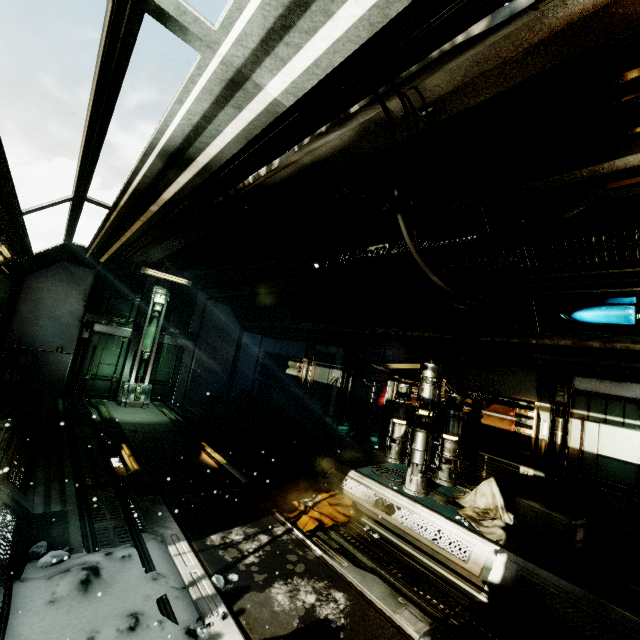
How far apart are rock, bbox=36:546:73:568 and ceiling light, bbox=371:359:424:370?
6.29m

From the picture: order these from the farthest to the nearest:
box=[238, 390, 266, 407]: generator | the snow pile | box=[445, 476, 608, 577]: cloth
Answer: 1. box=[238, 390, 266, 407]: generator
2. box=[445, 476, 608, 577]: cloth
3. the snow pile

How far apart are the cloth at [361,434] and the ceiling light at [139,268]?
7.4m

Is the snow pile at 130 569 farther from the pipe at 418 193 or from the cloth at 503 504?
the pipe at 418 193

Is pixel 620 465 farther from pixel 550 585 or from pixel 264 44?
pixel 264 44

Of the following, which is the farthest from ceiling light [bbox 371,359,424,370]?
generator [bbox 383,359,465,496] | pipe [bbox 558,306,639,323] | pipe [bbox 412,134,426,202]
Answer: pipe [bbox 412,134,426,202]

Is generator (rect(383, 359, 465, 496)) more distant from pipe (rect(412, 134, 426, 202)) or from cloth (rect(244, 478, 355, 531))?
pipe (rect(412, 134, 426, 202))

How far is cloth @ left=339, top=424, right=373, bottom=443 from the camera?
9.2 meters
